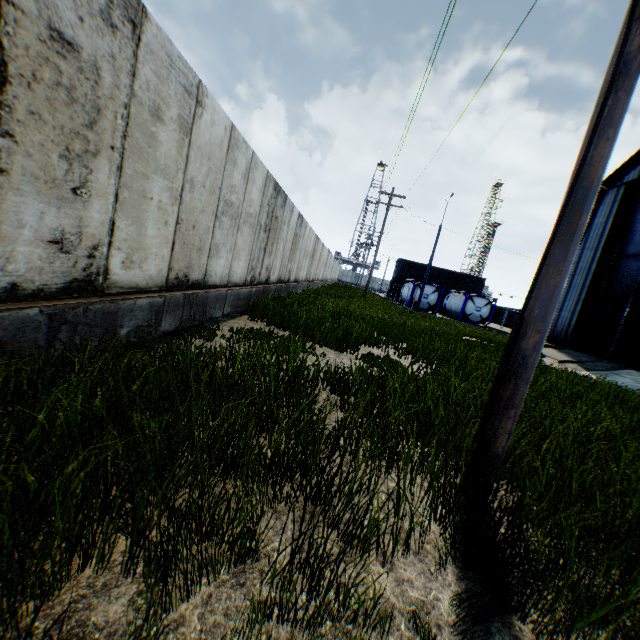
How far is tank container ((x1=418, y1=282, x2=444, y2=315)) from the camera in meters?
31.4

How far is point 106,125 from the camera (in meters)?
3.09

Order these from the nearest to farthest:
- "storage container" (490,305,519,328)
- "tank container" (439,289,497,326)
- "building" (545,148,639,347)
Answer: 1. "building" (545,148,639,347)
2. "tank container" (439,289,497,326)
3. "storage container" (490,305,519,328)

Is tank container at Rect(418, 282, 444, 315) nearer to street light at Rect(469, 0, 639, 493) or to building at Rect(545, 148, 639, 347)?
building at Rect(545, 148, 639, 347)

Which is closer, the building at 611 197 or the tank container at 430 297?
the building at 611 197

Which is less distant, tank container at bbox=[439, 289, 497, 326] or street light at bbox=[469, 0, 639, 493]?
street light at bbox=[469, 0, 639, 493]

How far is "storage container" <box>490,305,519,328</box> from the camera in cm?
4725

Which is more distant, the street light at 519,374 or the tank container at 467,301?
the tank container at 467,301
